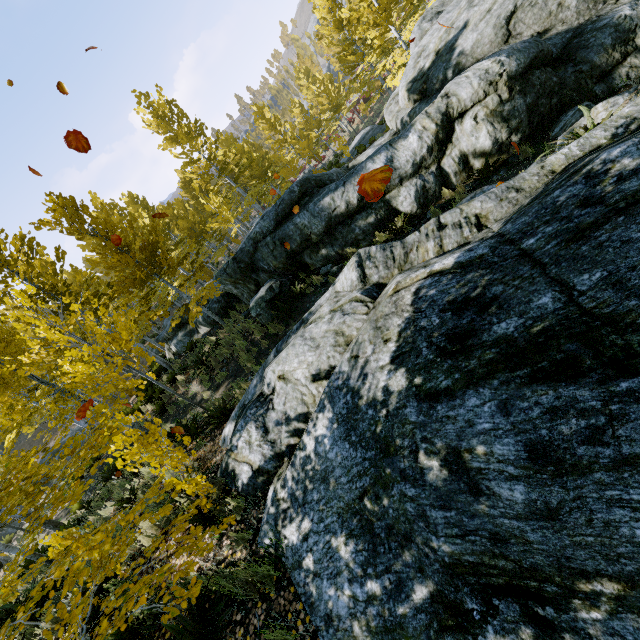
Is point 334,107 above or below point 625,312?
above

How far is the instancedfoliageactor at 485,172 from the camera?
8.42m

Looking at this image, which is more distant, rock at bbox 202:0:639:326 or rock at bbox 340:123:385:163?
rock at bbox 340:123:385:163

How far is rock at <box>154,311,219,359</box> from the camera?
14.51m

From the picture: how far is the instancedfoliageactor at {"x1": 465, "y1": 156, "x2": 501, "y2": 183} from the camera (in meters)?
8.42

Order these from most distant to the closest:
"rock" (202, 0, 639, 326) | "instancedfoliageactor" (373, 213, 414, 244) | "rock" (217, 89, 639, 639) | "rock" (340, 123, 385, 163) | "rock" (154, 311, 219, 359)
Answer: "rock" (340, 123, 385, 163) < "rock" (154, 311, 219, 359) < "instancedfoliageactor" (373, 213, 414, 244) < "rock" (202, 0, 639, 326) < "rock" (217, 89, 639, 639)

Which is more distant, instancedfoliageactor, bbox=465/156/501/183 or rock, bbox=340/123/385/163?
rock, bbox=340/123/385/163

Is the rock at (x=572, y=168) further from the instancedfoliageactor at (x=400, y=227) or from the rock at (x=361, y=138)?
the rock at (x=361, y=138)
